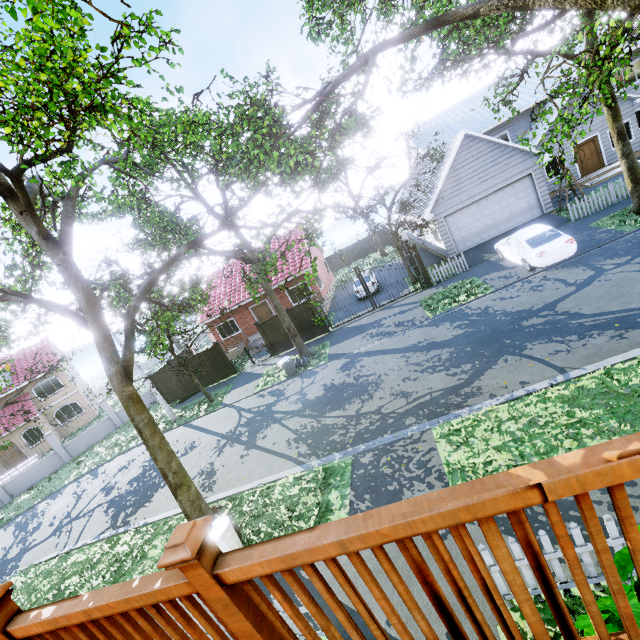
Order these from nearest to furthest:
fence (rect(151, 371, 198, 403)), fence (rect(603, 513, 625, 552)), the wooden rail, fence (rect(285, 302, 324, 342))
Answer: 1. the wooden rail
2. fence (rect(603, 513, 625, 552))
3. fence (rect(285, 302, 324, 342))
4. fence (rect(151, 371, 198, 403))

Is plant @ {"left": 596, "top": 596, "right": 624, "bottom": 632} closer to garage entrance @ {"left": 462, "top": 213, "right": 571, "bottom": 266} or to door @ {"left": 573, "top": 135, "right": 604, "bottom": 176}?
garage entrance @ {"left": 462, "top": 213, "right": 571, "bottom": 266}

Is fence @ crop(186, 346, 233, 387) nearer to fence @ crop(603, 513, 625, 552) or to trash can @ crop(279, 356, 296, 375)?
fence @ crop(603, 513, 625, 552)

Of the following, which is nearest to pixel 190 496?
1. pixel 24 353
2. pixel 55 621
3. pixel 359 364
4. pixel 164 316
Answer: pixel 164 316

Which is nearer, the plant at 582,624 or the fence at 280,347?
the plant at 582,624

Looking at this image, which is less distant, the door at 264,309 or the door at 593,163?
the door at 593,163

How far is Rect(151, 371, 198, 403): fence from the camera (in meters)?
22.32

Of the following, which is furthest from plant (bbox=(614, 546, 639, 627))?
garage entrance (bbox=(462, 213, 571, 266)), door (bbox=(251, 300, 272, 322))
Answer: door (bbox=(251, 300, 272, 322))
